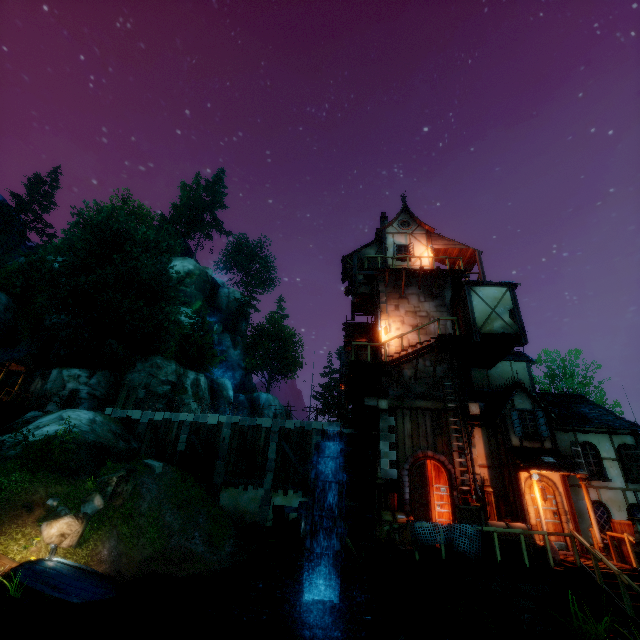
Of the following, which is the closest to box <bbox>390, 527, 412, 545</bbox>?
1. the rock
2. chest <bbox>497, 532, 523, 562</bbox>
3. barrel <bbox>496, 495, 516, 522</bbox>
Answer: chest <bbox>497, 532, 523, 562</bbox>

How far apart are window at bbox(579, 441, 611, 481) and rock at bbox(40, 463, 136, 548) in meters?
22.3 m

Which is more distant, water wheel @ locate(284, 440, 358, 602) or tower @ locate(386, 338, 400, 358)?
tower @ locate(386, 338, 400, 358)

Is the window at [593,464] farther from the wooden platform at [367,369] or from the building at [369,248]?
the wooden platform at [367,369]

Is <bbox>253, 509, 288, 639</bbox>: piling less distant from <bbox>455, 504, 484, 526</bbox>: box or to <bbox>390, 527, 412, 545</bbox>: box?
<bbox>390, 527, 412, 545</bbox>: box

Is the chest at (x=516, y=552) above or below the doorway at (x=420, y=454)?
below

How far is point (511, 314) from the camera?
15.5 meters

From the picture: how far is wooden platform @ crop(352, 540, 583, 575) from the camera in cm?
927
